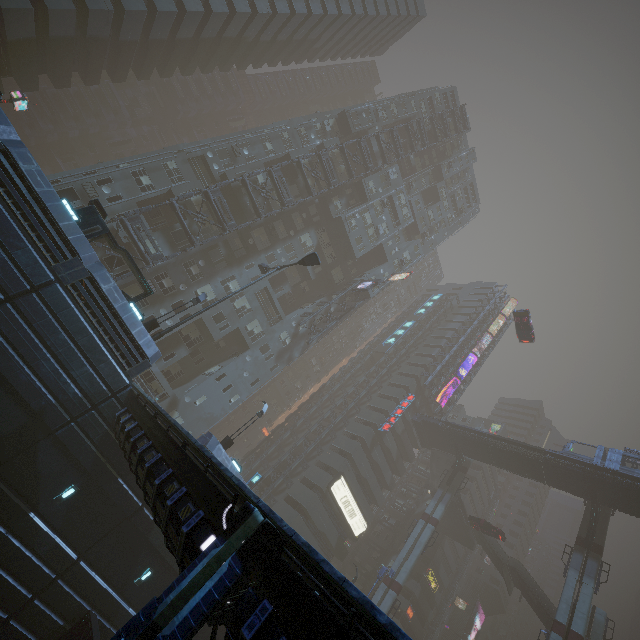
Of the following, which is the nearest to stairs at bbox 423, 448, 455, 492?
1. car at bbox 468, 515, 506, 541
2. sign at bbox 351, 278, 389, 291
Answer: car at bbox 468, 515, 506, 541

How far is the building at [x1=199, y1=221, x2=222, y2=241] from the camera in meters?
31.5

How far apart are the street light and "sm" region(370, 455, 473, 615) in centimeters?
3812cm

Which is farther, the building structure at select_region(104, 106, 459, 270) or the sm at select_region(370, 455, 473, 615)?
the sm at select_region(370, 455, 473, 615)

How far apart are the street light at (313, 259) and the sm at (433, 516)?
38.1m

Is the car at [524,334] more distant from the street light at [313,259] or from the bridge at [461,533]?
the street light at [313,259]

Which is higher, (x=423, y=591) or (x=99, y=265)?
(x=423, y=591)

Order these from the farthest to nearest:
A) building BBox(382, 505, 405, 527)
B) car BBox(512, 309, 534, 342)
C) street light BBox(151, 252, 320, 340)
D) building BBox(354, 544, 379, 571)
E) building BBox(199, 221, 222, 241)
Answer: building BBox(382, 505, 405, 527) < building BBox(354, 544, 379, 571) < car BBox(512, 309, 534, 342) < building BBox(199, 221, 222, 241) < street light BBox(151, 252, 320, 340)
